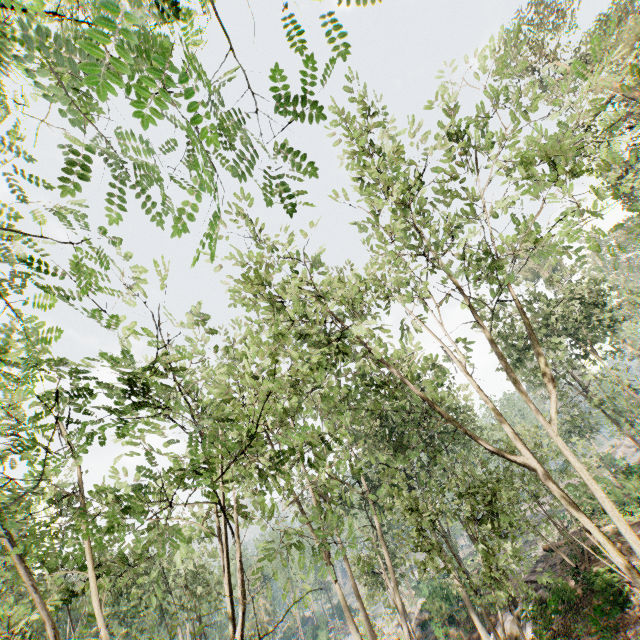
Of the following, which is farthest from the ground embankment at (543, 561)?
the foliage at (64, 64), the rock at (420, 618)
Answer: the rock at (420, 618)

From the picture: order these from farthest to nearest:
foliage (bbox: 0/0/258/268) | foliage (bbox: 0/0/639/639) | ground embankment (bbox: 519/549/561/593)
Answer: ground embankment (bbox: 519/549/561/593), foliage (bbox: 0/0/639/639), foliage (bbox: 0/0/258/268)

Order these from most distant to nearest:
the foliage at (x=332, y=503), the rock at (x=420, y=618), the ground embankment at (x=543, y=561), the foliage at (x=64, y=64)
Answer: the rock at (x=420, y=618) < the ground embankment at (x=543, y=561) < the foliage at (x=332, y=503) < the foliage at (x=64, y=64)

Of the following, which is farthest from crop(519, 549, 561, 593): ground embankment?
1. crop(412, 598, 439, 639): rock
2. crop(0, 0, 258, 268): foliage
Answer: crop(412, 598, 439, 639): rock

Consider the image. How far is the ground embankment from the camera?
19.17m

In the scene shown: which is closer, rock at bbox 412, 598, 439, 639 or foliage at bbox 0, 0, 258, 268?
foliage at bbox 0, 0, 258, 268

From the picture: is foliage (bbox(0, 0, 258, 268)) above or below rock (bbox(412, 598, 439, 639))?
above

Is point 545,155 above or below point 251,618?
above
